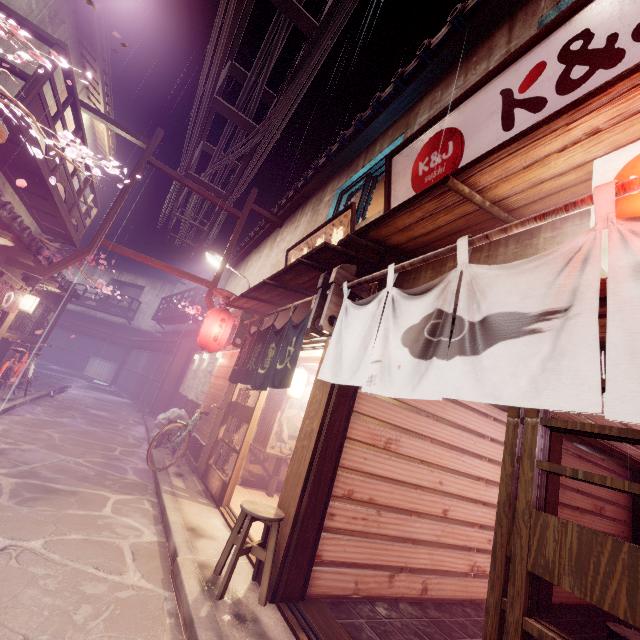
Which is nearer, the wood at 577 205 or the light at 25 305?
the wood at 577 205

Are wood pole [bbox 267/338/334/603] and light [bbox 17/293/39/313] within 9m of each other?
no

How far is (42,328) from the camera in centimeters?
1981cm

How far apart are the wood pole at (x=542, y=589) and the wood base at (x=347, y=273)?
8.04m

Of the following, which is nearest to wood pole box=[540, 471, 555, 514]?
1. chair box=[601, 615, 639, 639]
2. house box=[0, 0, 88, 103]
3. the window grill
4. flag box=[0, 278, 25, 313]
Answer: chair box=[601, 615, 639, 639]

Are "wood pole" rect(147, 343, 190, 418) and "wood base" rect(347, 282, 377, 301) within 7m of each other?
no

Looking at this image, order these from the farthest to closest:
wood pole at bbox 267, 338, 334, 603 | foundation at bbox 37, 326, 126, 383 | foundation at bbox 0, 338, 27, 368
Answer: foundation at bbox 37, 326, 126, 383
foundation at bbox 0, 338, 27, 368
wood pole at bbox 267, 338, 334, 603

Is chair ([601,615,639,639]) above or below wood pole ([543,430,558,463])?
below
